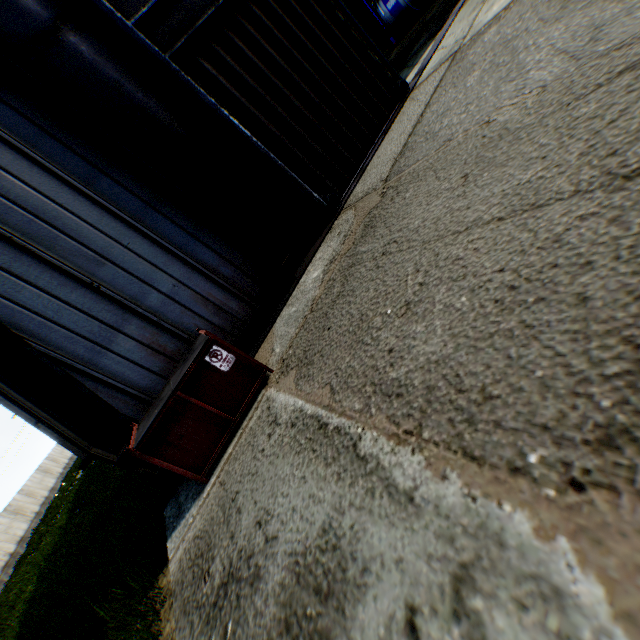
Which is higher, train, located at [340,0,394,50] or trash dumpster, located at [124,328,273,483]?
train, located at [340,0,394,50]

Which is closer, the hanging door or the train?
the hanging door

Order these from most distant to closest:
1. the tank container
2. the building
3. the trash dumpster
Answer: the tank container
the building
the trash dumpster

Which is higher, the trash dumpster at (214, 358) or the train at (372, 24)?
the train at (372, 24)

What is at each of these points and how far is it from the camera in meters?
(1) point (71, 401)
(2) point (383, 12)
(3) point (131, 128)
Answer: (1) building, 5.3
(2) tank container, 18.2
(3) hanging door, 6.3

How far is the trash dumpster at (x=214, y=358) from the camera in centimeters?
450cm

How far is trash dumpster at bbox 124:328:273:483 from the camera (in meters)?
4.50

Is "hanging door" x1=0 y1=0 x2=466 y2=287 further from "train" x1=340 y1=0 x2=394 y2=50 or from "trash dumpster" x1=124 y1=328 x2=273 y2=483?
"train" x1=340 y1=0 x2=394 y2=50
